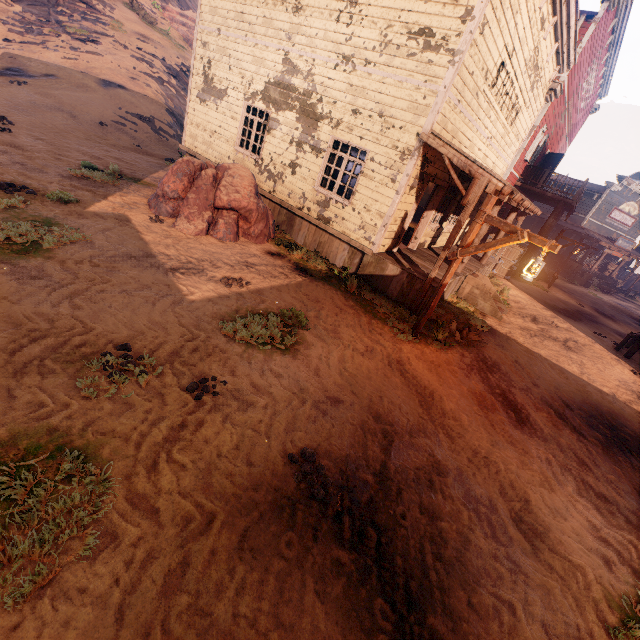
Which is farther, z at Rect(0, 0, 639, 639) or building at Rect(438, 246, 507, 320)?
building at Rect(438, 246, 507, 320)

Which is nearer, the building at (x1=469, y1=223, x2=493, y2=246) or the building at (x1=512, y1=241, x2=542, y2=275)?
the building at (x1=469, y1=223, x2=493, y2=246)

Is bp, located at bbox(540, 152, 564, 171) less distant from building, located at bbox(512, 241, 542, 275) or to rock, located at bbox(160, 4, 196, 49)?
building, located at bbox(512, 241, 542, 275)

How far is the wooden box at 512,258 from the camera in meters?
17.6 m

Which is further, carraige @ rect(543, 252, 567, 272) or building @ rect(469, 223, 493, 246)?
carraige @ rect(543, 252, 567, 272)

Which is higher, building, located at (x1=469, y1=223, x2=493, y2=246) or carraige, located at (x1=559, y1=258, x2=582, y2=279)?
building, located at (x1=469, y1=223, x2=493, y2=246)

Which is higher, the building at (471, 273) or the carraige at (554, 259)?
the carraige at (554, 259)

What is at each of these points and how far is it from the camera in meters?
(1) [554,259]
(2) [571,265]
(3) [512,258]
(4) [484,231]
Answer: (1) carraige, 27.3 m
(2) carraige, 25.7 m
(3) wooden box, 17.8 m
(4) building, 10.0 m
